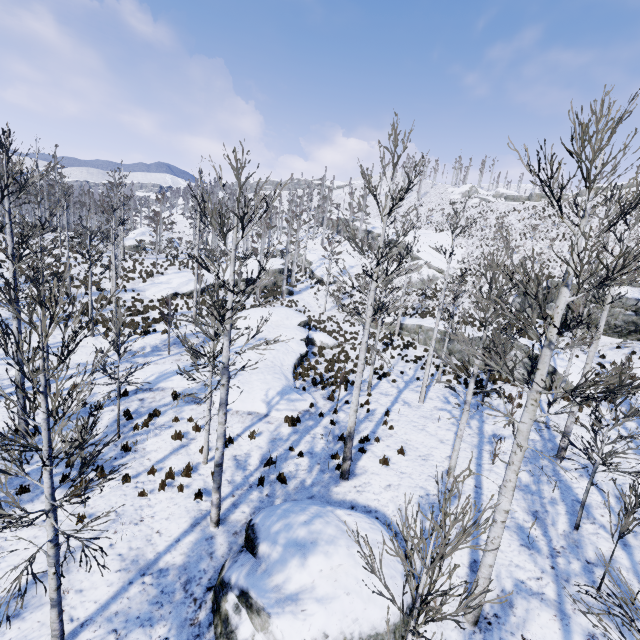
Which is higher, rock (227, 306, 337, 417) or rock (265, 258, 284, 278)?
rock (265, 258, 284, 278)

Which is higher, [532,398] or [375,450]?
[532,398]

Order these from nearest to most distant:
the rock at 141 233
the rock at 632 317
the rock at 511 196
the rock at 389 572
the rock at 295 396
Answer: the rock at 389 572 < the rock at 295 396 < the rock at 632 317 < the rock at 141 233 < the rock at 511 196

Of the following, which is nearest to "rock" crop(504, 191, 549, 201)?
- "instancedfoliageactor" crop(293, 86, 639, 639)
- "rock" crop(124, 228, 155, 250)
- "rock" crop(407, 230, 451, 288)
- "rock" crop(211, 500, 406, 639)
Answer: "rock" crop(407, 230, 451, 288)

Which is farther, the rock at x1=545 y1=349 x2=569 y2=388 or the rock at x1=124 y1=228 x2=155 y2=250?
the rock at x1=124 y1=228 x2=155 y2=250

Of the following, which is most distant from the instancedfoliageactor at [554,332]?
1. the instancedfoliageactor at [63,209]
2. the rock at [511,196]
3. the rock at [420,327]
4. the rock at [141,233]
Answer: the rock at [141,233]

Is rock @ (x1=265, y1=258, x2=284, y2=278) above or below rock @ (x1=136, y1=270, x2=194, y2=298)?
above

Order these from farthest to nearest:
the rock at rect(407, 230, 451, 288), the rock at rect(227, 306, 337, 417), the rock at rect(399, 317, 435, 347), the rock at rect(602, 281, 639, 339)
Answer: the rock at rect(407, 230, 451, 288) < the rock at rect(399, 317, 435, 347) < the rock at rect(602, 281, 639, 339) < the rock at rect(227, 306, 337, 417)
